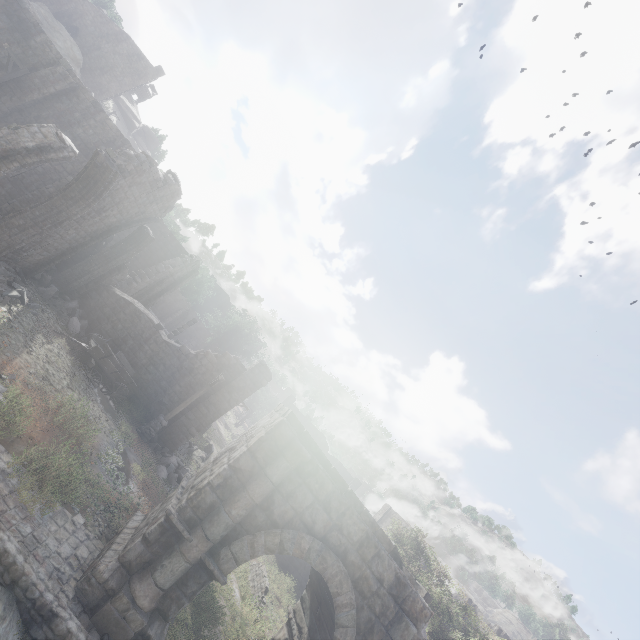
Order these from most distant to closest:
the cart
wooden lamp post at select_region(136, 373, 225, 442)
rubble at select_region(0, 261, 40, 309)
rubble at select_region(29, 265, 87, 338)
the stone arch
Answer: wooden lamp post at select_region(136, 373, 225, 442), rubble at select_region(29, 265, 87, 338), the cart, rubble at select_region(0, 261, 40, 309), the stone arch

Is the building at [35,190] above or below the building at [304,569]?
above

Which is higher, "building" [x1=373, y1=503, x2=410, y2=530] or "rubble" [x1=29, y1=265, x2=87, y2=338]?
"building" [x1=373, y1=503, x2=410, y2=530]

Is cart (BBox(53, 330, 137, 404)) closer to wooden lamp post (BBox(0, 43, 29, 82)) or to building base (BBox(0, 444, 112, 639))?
building base (BBox(0, 444, 112, 639))

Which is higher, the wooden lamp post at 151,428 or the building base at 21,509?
the wooden lamp post at 151,428

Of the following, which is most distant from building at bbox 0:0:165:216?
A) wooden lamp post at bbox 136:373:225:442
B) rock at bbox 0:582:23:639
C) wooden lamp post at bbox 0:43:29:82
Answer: rock at bbox 0:582:23:639

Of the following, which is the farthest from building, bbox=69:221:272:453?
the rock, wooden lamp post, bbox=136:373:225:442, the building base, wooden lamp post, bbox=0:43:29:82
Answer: the rock

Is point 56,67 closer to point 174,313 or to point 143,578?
point 143,578
